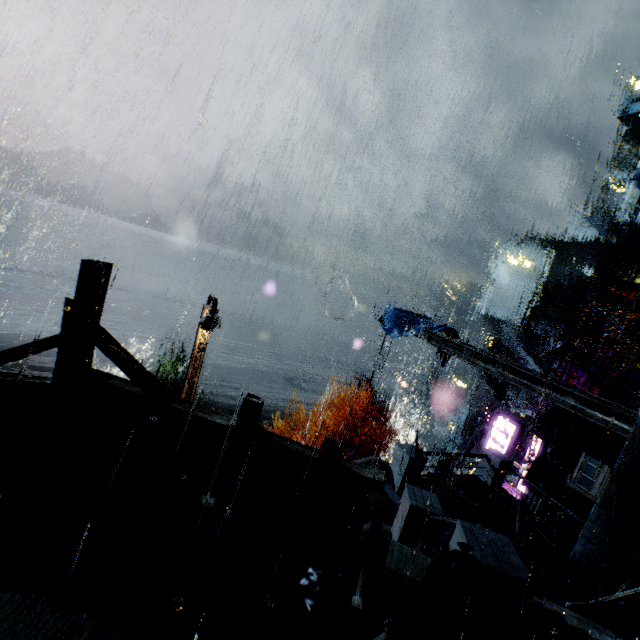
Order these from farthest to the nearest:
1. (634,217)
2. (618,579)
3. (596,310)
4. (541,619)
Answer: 1. (634,217)
2. (596,310)
3. (618,579)
4. (541,619)

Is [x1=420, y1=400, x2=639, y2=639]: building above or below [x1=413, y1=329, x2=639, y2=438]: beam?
below

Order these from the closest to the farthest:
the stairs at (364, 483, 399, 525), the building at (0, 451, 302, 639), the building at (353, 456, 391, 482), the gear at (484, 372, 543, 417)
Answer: the building at (0, 451, 302, 639) < the stairs at (364, 483, 399, 525) < the building at (353, 456, 391, 482) < the gear at (484, 372, 543, 417)

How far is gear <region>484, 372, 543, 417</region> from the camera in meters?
25.4

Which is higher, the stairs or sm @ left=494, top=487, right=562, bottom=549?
Result: sm @ left=494, top=487, right=562, bottom=549

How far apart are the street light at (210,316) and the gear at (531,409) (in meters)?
25.23

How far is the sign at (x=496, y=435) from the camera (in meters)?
15.99

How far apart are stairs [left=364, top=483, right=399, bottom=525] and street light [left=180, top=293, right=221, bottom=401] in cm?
700
